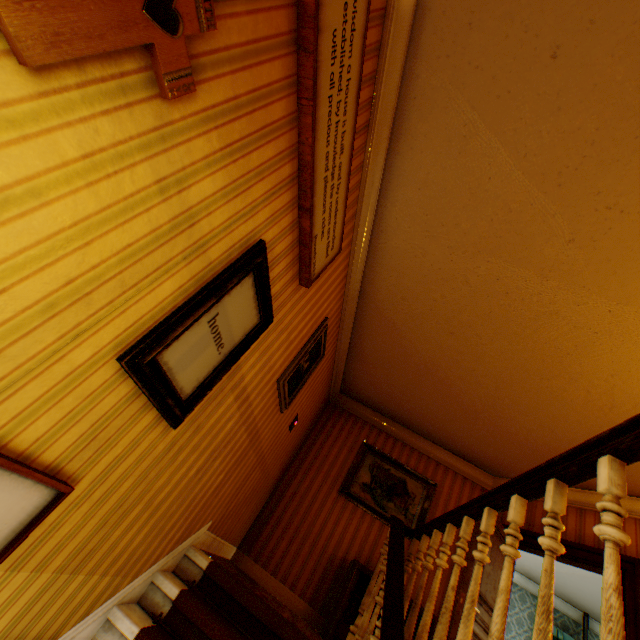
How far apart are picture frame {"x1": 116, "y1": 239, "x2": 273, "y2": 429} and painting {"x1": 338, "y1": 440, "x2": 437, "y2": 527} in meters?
4.0

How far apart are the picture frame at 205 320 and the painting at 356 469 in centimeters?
405cm

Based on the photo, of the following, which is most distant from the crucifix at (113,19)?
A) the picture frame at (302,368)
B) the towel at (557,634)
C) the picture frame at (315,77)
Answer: the towel at (557,634)

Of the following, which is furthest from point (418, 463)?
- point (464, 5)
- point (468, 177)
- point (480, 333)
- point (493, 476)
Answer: point (464, 5)

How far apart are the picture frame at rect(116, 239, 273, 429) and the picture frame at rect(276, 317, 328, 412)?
1.0 meters

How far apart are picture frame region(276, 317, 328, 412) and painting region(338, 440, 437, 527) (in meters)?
2.40

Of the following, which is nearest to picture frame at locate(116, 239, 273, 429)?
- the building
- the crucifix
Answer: the building

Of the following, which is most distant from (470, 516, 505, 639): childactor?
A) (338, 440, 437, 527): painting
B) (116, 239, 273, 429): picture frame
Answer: (116, 239, 273, 429): picture frame
